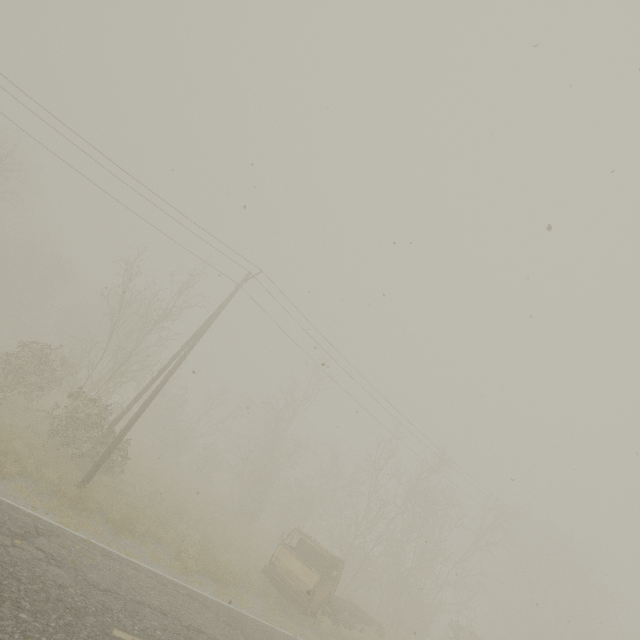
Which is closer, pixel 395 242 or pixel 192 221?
pixel 395 242
